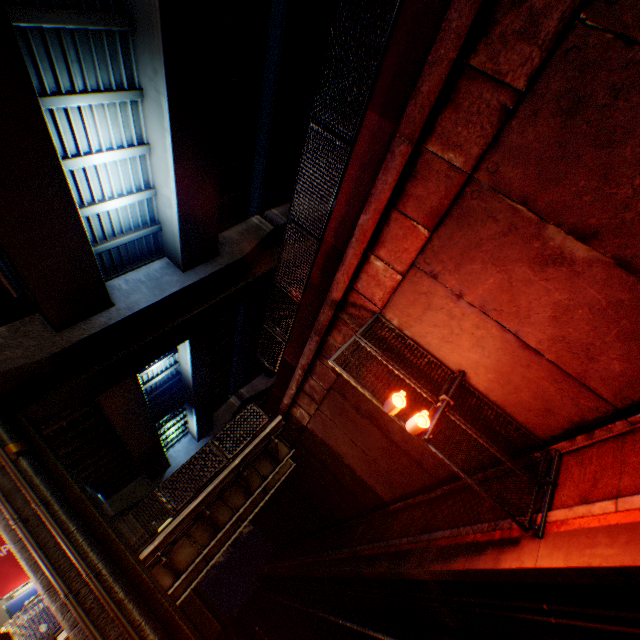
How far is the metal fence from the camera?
6.1m

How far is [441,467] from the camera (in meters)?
9.91

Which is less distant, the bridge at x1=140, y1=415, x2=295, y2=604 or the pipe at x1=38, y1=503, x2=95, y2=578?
the pipe at x1=38, y1=503, x2=95, y2=578

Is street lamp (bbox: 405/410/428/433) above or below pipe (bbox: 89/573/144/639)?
below

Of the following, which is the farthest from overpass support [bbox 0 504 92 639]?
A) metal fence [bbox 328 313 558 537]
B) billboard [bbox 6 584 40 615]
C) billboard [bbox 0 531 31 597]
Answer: billboard [bbox 6 584 40 615]

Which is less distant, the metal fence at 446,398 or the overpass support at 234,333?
the metal fence at 446,398

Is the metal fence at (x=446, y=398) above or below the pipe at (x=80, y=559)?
below

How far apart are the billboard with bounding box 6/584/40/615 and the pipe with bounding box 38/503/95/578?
12.9 meters
